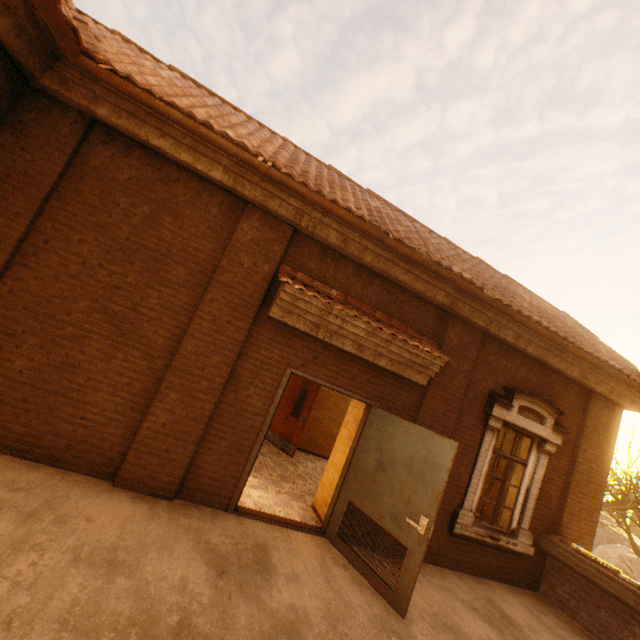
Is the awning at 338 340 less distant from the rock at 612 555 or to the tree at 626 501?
the tree at 626 501

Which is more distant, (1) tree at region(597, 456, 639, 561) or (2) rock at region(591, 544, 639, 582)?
(2) rock at region(591, 544, 639, 582)

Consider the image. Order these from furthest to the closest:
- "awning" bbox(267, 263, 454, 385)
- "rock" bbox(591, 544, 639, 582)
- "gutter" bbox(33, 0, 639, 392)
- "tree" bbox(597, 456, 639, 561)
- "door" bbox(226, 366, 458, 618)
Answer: "rock" bbox(591, 544, 639, 582), "tree" bbox(597, 456, 639, 561), "awning" bbox(267, 263, 454, 385), "door" bbox(226, 366, 458, 618), "gutter" bbox(33, 0, 639, 392)

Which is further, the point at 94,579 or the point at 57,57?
the point at 57,57

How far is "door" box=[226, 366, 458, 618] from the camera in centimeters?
400cm

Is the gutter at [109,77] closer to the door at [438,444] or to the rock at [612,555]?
the door at [438,444]

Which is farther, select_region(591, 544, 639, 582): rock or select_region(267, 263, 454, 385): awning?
select_region(591, 544, 639, 582): rock

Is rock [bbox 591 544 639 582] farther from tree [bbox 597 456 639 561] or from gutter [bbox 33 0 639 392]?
gutter [bbox 33 0 639 392]
